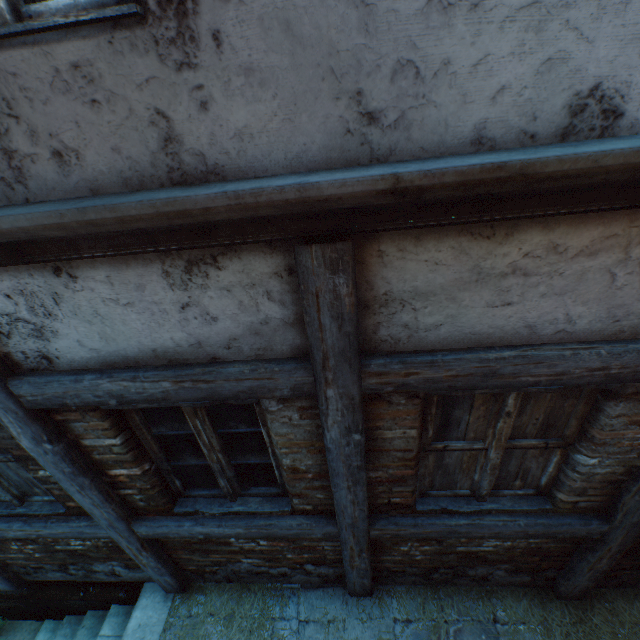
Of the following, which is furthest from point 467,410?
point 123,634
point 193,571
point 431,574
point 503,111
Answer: point 123,634

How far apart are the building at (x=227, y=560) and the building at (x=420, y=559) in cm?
29

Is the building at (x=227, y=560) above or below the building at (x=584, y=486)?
below

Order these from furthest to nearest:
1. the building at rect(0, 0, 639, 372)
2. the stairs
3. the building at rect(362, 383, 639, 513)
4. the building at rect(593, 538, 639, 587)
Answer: the stairs → the building at rect(593, 538, 639, 587) → the building at rect(362, 383, 639, 513) → the building at rect(0, 0, 639, 372)

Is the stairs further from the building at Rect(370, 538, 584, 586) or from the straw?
the building at Rect(370, 538, 584, 586)

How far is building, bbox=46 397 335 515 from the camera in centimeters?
204cm

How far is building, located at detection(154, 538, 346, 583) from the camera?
2.9 meters

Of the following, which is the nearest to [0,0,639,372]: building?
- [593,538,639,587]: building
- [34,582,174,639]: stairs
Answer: [34,582,174,639]: stairs
